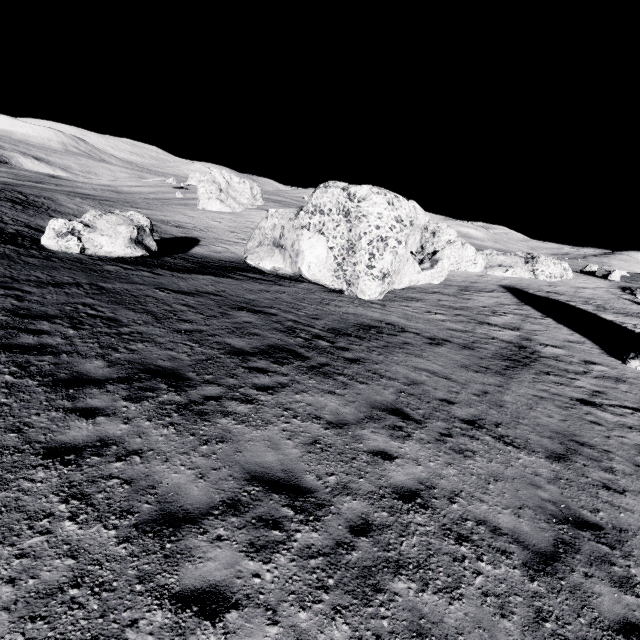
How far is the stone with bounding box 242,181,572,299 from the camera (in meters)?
20.33

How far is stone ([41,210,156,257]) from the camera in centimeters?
1731cm

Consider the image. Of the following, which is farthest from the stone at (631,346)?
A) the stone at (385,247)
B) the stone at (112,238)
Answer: the stone at (112,238)

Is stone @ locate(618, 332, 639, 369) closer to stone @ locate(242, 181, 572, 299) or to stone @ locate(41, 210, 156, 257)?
stone @ locate(242, 181, 572, 299)

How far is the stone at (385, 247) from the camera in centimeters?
2033cm

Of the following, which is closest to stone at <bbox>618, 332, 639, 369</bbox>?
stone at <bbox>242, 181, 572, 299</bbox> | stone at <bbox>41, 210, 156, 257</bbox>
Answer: stone at <bbox>242, 181, 572, 299</bbox>

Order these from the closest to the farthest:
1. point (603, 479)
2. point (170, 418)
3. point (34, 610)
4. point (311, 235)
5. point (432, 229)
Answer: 1. point (34, 610)
2. point (170, 418)
3. point (603, 479)
4. point (311, 235)
5. point (432, 229)
